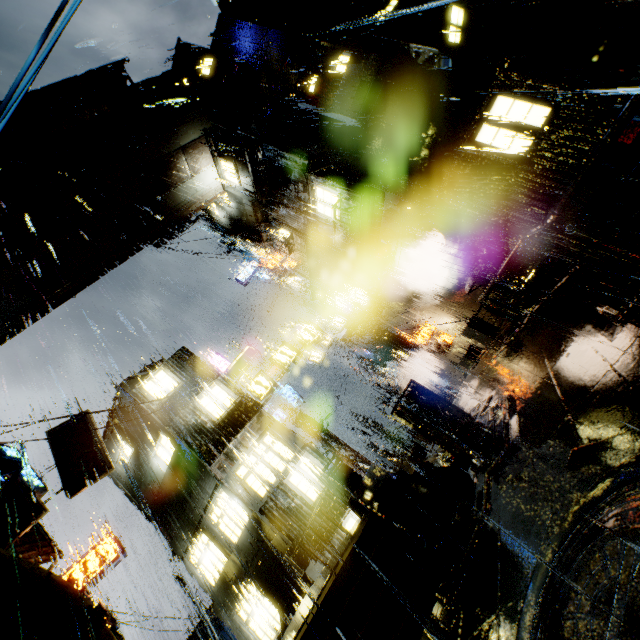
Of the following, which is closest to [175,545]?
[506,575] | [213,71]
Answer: [506,575]

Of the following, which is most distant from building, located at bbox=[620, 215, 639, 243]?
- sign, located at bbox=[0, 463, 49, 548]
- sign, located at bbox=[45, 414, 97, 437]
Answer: sign, located at bbox=[45, 414, 97, 437]

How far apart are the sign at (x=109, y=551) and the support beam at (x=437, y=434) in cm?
1978

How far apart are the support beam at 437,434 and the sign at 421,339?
10.4m

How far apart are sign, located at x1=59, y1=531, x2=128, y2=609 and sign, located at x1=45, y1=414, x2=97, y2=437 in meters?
10.2 m

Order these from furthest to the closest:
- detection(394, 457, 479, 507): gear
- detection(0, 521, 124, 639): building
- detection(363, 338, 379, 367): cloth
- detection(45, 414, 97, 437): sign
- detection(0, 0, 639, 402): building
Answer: detection(363, 338, 379, 367): cloth < detection(45, 414, 97, 437): sign < detection(0, 0, 639, 402): building < detection(0, 521, 124, 639): building < detection(394, 457, 479, 507): gear

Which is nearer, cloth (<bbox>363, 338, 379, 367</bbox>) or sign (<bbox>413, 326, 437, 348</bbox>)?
sign (<bbox>413, 326, 437, 348</bbox>)
